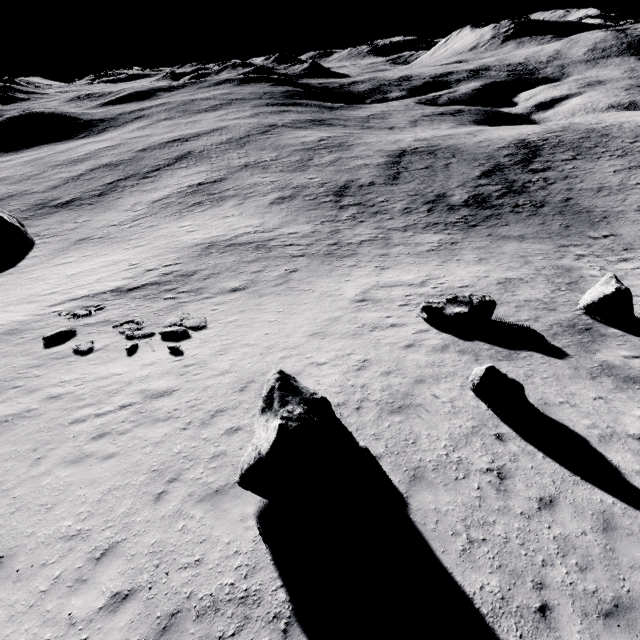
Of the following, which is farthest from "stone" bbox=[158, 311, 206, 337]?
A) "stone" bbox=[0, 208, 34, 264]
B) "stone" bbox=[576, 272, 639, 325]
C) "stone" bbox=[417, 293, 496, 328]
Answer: "stone" bbox=[0, 208, 34, 264]

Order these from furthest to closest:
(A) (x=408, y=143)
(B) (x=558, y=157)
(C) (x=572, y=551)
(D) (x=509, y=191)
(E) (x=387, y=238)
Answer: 1. (A) (x=408, y=143)
2. (B) (x=558, y=157)
3. (D) (x=509, y=191)
4. (E) (x=387, y=238)
5. (C) (x=572, y=551)

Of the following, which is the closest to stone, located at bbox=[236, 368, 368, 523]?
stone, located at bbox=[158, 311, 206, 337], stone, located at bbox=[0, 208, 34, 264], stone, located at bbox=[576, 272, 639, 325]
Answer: stone, located at bbox=[158, 311, 206, 337]

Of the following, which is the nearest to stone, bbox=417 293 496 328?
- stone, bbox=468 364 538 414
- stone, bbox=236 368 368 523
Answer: stone, bbox=468 364 538 414

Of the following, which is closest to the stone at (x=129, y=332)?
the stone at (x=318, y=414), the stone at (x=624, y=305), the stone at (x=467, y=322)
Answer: the stone at (x=318, y=414)

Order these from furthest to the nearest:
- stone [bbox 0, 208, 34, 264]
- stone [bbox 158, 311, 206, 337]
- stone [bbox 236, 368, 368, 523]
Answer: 1. stone [bbox 0, 208, 34, 264]
2. stone [bbox 158, 311, 206, 337]
3. stone [bbox 236, 368, 368, 523]

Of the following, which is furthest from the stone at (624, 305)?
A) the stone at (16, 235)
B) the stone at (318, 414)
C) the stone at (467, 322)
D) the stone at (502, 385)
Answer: the stone at (16, 235)

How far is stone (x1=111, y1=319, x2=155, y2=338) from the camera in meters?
15.4 m
